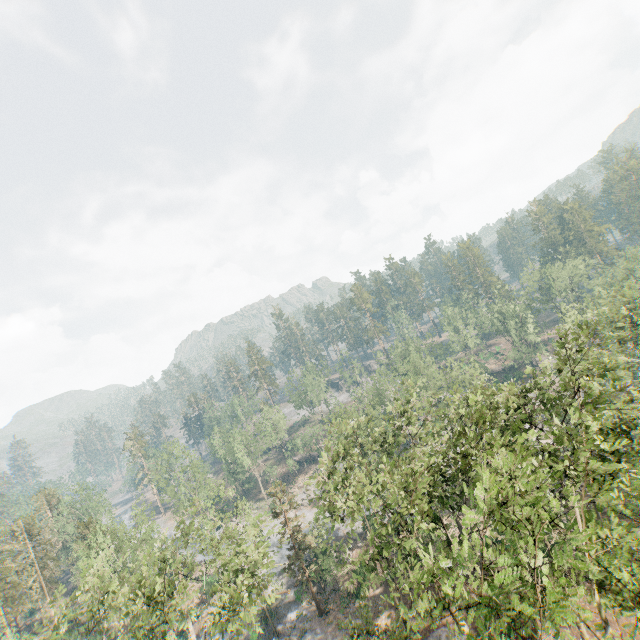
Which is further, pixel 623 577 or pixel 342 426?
pixel 342 426

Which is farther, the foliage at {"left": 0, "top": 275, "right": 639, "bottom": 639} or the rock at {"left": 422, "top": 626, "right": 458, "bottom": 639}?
the rock at {"left": 422, "top": 626, "right": 458, "bottom": 639}

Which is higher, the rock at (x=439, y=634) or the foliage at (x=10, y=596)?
the foliage at (x=10, y=596)

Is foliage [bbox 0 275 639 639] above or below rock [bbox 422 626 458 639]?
above

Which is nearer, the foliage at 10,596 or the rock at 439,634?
the foliage at 10,596
